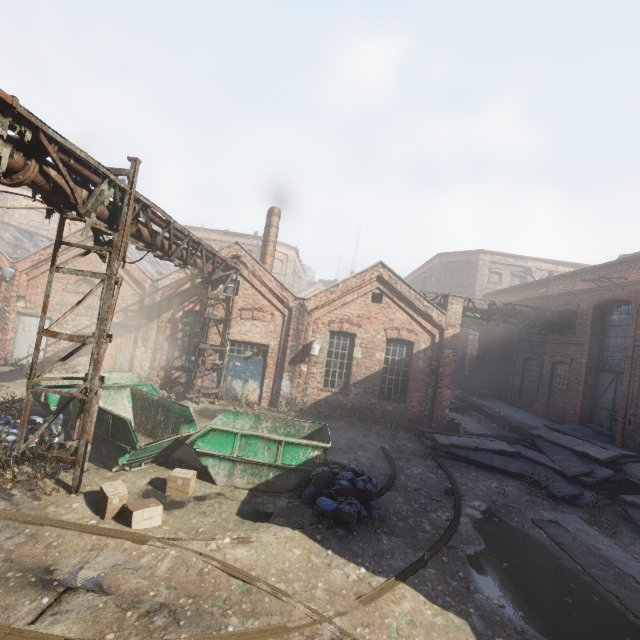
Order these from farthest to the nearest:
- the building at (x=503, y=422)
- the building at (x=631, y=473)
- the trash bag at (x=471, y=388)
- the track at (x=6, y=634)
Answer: the trash bag at (x=471, y=388) → the building at (x=503, y=422) → the building at (x=631, y=473) → the track at (x=6, y=634)

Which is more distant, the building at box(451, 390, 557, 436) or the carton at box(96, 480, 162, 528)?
the building at box(451, 390, 557, 436)

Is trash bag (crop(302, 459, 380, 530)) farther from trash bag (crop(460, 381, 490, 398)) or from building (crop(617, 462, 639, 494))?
trash bag (crop(460, 381, 490, 398))

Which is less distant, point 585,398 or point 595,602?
point 595,602

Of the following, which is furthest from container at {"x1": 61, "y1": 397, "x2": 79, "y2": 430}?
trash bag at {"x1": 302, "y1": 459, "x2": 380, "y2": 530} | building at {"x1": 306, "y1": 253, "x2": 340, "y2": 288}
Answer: building at {"x1": 306, "y1": 253, "x2": 340, "y2": 288}

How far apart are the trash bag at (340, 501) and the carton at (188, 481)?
2.5m

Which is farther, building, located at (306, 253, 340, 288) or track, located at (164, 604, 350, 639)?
building, located at (306, 253, 340, 288)

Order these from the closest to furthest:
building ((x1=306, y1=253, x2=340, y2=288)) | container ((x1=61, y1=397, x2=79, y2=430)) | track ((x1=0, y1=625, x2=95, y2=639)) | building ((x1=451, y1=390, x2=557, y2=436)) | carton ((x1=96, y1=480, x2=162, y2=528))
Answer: track ((x1=0, y1=625, x2=95, y2=639)) → carton ((x1=96, y1=480, x2=162, y2=528)) → container ((x1=61, y1=397, x2=79, y2=430)) → building ((x1=451, y1=390, x2=557, y2=436)) → building ((x1=306, y1=253, x2=340, y2=288))
